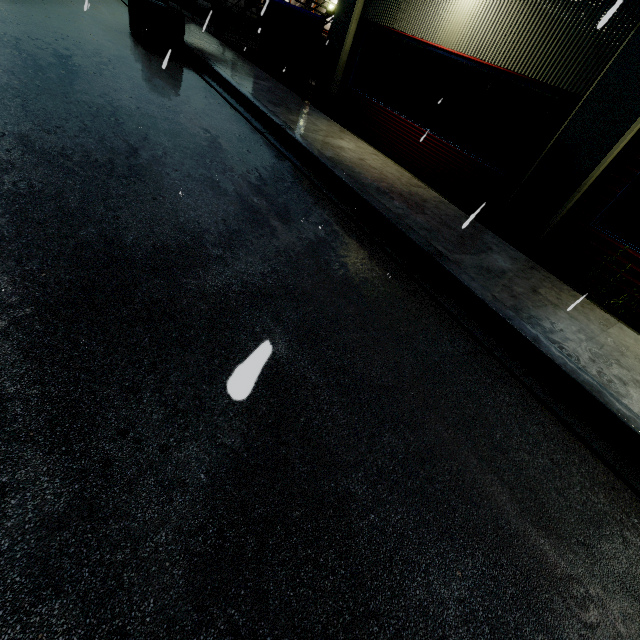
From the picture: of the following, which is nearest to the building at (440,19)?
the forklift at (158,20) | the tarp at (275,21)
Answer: the tarp at (275,21)

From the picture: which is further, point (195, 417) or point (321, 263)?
point (321, 263)

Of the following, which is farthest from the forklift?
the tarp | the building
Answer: the building

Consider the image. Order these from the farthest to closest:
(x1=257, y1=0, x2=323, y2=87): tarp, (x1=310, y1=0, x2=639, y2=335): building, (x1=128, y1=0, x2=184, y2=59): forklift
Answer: (x1=257, y1=0, x2=323, y2=87): tarp < (x1=128, y1=0, x2=184, y2=59): forklift < (x1=310, y1=0, x2=639, y2=335): building

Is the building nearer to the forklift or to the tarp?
the tarp
